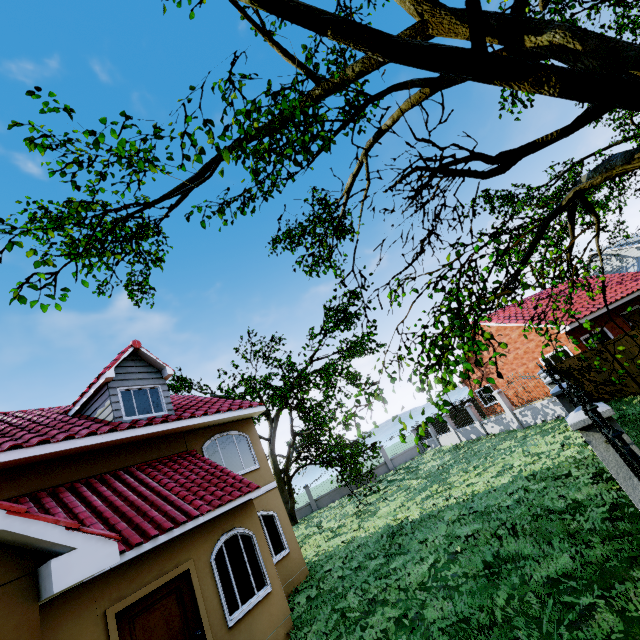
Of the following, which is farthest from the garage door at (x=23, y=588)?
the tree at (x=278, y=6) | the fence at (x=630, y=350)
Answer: the fence at (x=630, y=350)

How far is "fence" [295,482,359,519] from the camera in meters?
27.4

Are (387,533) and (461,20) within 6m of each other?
no

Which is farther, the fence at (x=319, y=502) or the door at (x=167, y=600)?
the fence at (x=319, y=502)

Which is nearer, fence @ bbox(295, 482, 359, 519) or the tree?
the tree

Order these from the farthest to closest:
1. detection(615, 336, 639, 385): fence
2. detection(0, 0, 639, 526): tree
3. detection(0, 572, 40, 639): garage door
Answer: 1. detection(615, 336, 639, 385): fence
2. detection(0, 0, 639, 526): tree
3. detection(0, 572, 40, 639): garage door

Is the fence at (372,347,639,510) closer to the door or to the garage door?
the garage door

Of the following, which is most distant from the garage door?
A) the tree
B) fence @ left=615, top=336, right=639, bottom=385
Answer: fence @ left=615, top=336, right=639, bottom=385
